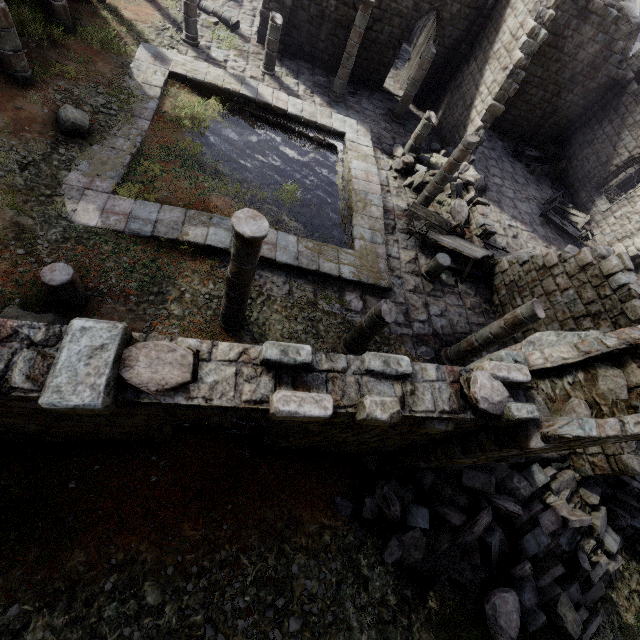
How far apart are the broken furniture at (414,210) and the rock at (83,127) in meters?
10.8

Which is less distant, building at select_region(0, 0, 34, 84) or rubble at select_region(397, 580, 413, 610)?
rubble at select_region(397, 580, 413, 610)

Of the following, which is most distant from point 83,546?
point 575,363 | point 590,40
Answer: point 590,40

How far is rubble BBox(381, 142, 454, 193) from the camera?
14.3m

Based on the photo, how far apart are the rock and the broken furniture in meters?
10.8 m

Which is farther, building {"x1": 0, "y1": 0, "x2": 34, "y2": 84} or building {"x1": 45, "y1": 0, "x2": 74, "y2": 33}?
building {"x1": 45, "y1": 0, "x2": 74, "y2": 33}

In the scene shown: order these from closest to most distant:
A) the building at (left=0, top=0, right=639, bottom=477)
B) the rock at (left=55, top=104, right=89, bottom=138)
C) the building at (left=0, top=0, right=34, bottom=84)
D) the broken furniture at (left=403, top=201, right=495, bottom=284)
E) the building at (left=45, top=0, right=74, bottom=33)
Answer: the building at (left=0, top=0, right=639, bottom=477)
the building at (left=0, top=0, right=34, bottom=84)
the rock at (left=55, top=104, right=89, bottom=138)
the building at (left=45, top=0, right=74, bottom=33)
the broken furniture at (left=403, top=201, right=495, bottom=284)

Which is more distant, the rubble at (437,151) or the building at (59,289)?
the rubble at (437,151)
